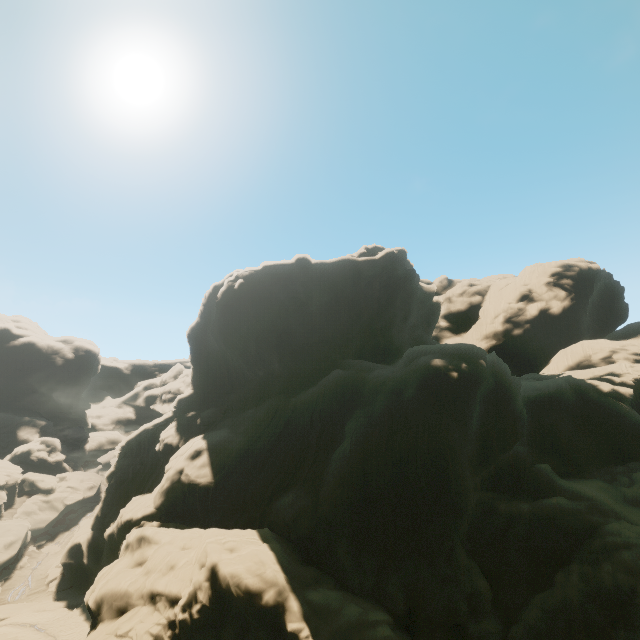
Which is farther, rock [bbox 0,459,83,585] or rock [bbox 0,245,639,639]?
rock [bbox 0,459,83,585]

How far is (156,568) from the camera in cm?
2362

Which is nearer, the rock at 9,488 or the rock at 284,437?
the rock at 284,437
